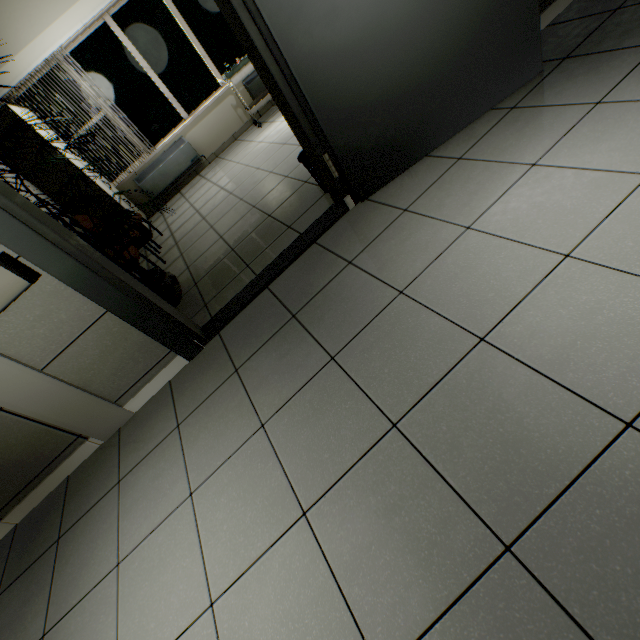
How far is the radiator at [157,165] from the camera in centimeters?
581cm

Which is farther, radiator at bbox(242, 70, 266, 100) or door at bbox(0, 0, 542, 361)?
radiator at bbox(242, 70, 266, 100)

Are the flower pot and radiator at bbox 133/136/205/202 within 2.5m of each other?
no

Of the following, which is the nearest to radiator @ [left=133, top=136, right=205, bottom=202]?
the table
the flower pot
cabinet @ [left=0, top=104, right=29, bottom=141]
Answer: cabinet @ [left=0, top=104, right=29, bottom=141]

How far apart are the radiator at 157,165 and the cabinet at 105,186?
0.4m

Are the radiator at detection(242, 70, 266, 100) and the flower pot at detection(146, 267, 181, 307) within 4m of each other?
no

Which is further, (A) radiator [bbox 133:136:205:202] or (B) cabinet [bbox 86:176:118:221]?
(A) radiator [bbox 133:136:205:202]

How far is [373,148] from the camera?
2.1 meters
